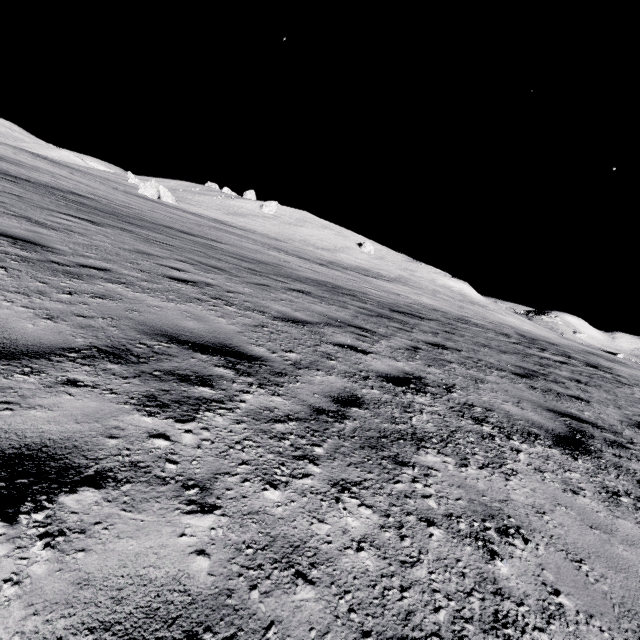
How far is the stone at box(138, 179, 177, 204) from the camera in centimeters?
4691cm

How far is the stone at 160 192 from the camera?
46.9m

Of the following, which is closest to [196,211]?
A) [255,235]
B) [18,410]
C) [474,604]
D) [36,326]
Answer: [255,235]
